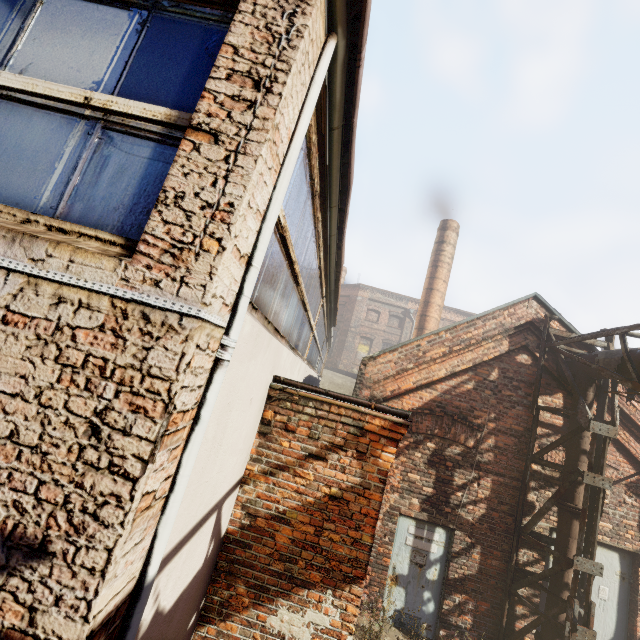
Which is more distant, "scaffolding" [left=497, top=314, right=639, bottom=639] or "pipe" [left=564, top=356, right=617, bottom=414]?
"pipe" [left=564, top=356, right=617, bottom=414]

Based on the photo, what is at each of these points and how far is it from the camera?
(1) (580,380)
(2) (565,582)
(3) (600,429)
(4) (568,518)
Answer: (1) pipe, 6.4 meters
(2) pipe, 5.6 meters
(3) scaffolding, 5.6 meters
(4) pipe, 5.9 meters

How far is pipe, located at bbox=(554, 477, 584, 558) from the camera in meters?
5.8

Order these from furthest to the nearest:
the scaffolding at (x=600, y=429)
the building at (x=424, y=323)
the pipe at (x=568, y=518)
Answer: the building at (x=424, y=323), the pipe at (x=568, y=518), the scaffolding at (x=600, y=429)

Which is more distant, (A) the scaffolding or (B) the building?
(B) the building

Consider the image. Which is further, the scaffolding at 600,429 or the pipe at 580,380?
the pipe at 580,380

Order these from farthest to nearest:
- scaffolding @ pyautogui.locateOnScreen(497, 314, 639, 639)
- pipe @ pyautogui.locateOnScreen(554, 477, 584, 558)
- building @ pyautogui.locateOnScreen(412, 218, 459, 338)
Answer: building @ pyautogui.locateOnScreen(412, 218, 459, 338), pipe @ pyautogui.locateOnScreen(554, 477, 584, 558), scaffolding @ pyautogui.locateOnScreen(497, 314, 639, 639)
